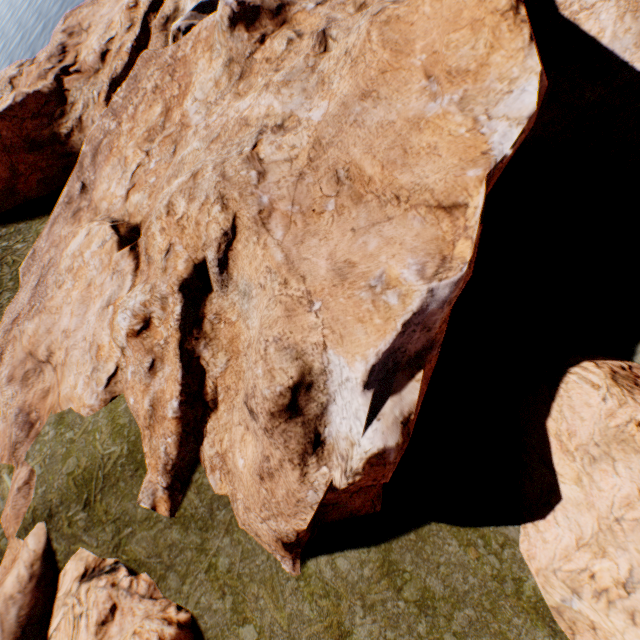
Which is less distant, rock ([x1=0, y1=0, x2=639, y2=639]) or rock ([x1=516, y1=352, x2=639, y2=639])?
rock ([x1=516, y1=352, x2=639, y2=639])

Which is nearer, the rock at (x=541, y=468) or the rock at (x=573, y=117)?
the rock at (x=541, y=468)

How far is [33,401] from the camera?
20.6m
